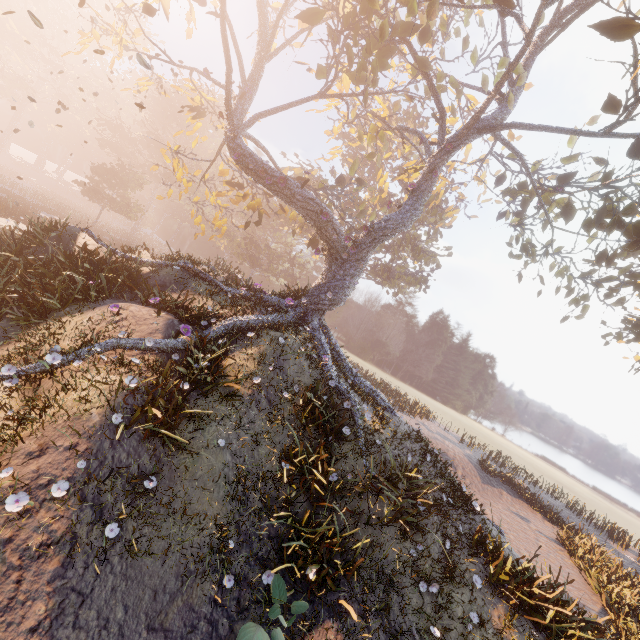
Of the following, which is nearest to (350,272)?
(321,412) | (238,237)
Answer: (321,412)

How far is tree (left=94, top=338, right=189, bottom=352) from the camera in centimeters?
793cm

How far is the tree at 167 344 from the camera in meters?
7.9

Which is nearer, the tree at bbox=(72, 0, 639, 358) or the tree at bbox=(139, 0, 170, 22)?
the tree at bbox=(72, 0, 639, 358)

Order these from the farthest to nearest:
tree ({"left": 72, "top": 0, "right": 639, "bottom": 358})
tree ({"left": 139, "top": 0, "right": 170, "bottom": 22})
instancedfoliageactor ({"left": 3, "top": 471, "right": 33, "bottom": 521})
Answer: tree ({"left": 139, "top": 0, "right": 170, "bottom": 22}) < tree ({"left": 72, "top": 0, "right": 639, "bottom": 358}) < instancedfoliageactor ({"left": 3, "top": 471, "right": 33, "bottom": 521})

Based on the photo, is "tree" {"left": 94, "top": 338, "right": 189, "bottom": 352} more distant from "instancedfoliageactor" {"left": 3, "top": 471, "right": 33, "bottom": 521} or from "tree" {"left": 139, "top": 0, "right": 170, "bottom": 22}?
"instancedfoliageactor" {"left": 3, "top": 471, "right": 33, "bottom": 521}

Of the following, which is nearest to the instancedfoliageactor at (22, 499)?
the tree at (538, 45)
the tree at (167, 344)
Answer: the tree at (167, 344)

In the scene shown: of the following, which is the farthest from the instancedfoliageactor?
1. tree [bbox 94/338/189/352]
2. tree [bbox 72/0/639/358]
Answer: tree [bbox 72/0/639/358]
